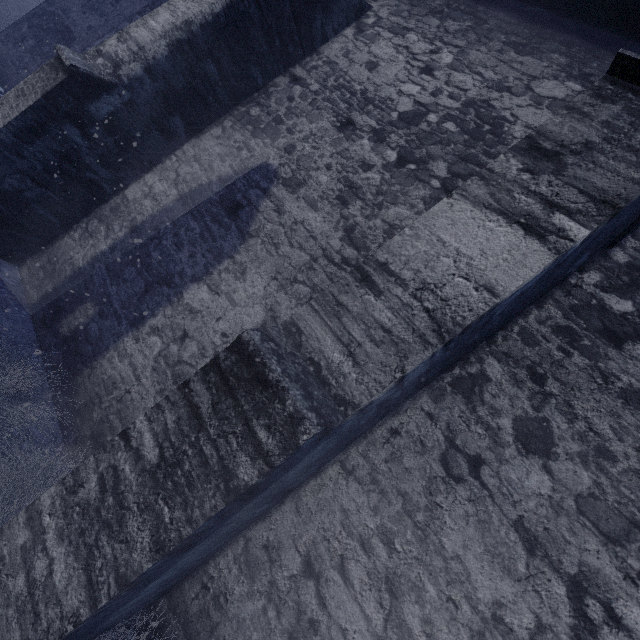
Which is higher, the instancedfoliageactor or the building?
the building

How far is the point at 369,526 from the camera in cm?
222

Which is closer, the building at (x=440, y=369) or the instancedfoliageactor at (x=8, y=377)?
the building at (x=440, y=369)

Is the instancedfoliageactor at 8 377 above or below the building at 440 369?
below

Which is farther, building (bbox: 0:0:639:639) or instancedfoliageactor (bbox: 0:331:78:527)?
instancedfoliageactor (bbox: 0:331:78:527)
